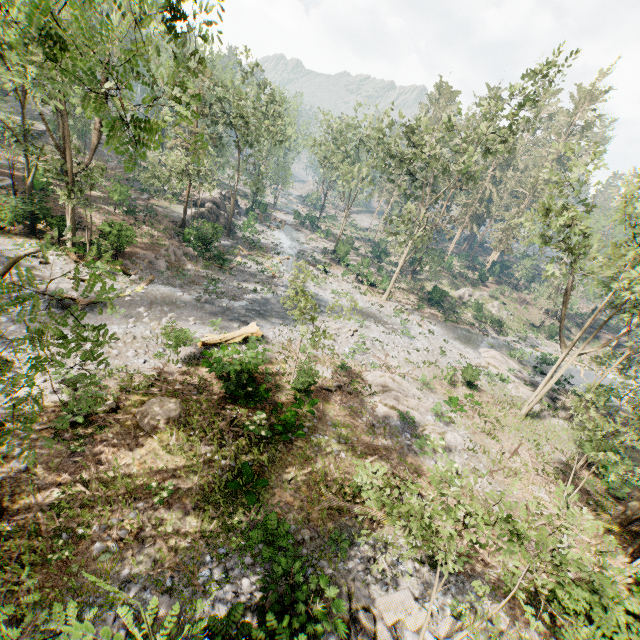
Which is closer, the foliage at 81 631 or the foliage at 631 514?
the foliage at 81 631

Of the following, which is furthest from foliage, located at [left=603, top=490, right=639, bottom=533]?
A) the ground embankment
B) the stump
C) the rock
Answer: the stump

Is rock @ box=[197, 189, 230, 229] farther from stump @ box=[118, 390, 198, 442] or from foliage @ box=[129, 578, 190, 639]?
stump @ box=[118, 390, 198, 442]

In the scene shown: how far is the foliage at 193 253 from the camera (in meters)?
27.87

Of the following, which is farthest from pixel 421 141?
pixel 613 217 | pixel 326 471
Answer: pixel 326 471

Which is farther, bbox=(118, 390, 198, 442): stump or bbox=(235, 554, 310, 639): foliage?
bbox=(118, 390, 198, 442): stump

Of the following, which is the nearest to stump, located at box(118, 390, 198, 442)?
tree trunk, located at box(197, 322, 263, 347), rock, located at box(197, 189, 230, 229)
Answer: tree trunk, located at box(197, 322, 263, 347)

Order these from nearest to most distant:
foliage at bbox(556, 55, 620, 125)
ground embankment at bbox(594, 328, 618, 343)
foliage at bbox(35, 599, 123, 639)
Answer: foliage at bbox(35, 599, 123, 639)
ground embankment at bbox(594, 328, 618, 343)
foliage at bbox(556, 55, 620, 125)
